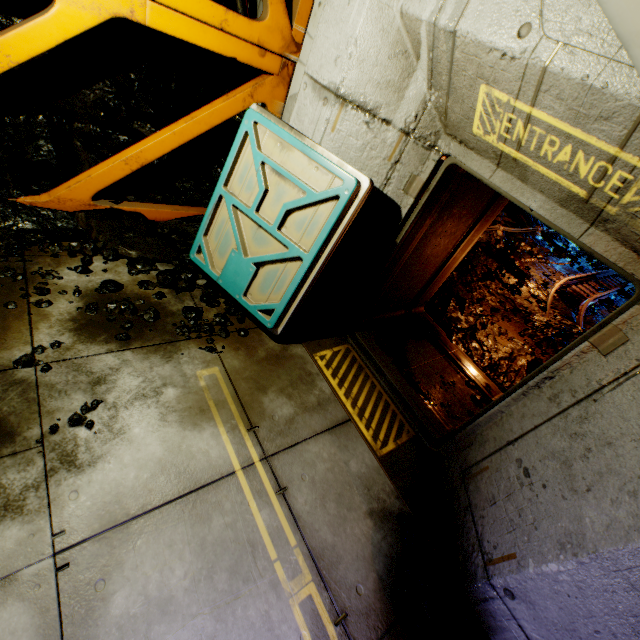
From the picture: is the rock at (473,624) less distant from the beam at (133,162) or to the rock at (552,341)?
the rock at (552,341)

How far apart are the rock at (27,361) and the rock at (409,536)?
3.45m

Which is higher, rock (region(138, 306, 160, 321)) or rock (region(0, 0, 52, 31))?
rock (region(0, 0, 52, 31))

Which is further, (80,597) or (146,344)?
(146,344)

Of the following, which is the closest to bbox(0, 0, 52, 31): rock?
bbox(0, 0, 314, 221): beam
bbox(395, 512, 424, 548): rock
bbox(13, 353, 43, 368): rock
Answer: bbox(0, 0, 314, 221): beam

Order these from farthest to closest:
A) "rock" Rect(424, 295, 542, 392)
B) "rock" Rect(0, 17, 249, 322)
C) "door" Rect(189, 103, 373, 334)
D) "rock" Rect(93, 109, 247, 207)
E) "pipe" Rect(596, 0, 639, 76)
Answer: "rock" Rect(424, 295, 542, 392) → "rock" Rect(93, 109, 247, 207) → "rock" Rect(0, 17, 249, 322) → "door" Rect(189, 103, 373, 334) → "pipe" Rect(596, 0, 639, 76)

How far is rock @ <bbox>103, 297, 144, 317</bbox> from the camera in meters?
3.3
